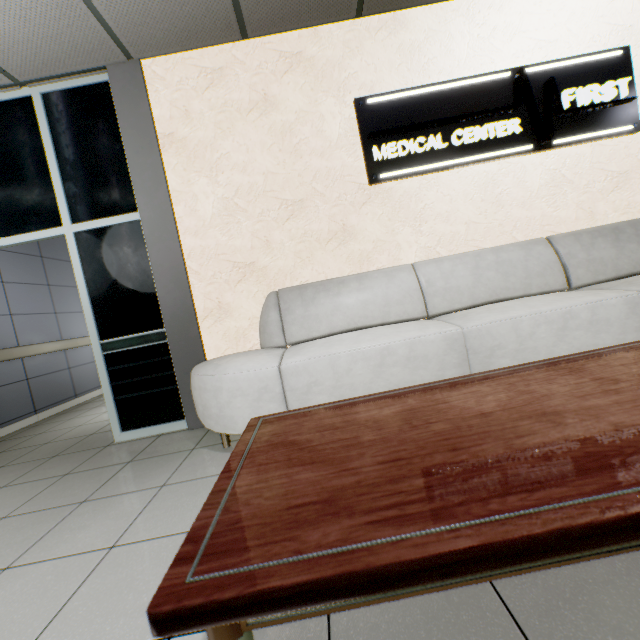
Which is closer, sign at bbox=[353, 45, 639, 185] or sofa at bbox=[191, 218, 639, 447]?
sofa at bbox=[191, 218, 639, 447]

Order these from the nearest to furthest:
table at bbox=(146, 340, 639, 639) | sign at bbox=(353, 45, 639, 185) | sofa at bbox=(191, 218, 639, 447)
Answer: table at bbox=(146, 340, 639, 639)
sofa at bbox=(191, 218, 639, 447)
sign at bbox=(353, 45, 639, 185)

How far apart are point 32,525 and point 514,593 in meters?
2.4

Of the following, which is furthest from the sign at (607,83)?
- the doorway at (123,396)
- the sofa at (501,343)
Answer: the doorway at (123,396)

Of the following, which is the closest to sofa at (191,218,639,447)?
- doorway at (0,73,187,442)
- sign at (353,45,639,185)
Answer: doorway at (0,73,187,442)

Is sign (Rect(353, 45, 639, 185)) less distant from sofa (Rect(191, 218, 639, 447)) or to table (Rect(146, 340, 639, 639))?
sofa (Rect(191, 218, 639, 447))

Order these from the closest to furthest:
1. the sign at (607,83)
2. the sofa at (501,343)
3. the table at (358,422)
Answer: the table at (358,422) < the sofa at (501,343) < the sign at (607,83)

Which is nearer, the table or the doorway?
the table
